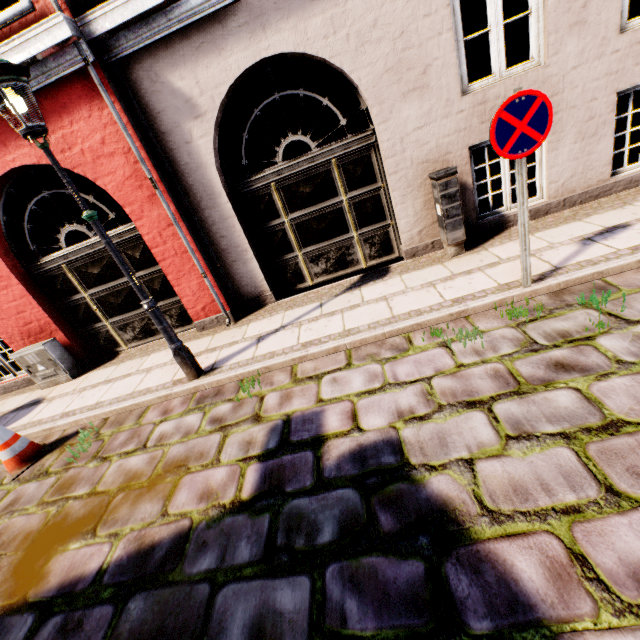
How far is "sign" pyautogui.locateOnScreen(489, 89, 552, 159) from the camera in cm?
280

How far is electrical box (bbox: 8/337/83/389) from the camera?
5.8m

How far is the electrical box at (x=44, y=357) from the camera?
5.8m

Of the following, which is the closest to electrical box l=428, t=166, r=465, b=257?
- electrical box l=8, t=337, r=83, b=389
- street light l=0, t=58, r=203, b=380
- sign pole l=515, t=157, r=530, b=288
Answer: sign pole l=515, t=157, r=530, b=288

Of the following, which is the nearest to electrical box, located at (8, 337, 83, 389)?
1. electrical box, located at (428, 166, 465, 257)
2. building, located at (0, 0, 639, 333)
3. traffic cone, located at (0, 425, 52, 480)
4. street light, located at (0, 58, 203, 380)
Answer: building, located at (0, 0, 639, 333)

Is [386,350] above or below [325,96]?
below

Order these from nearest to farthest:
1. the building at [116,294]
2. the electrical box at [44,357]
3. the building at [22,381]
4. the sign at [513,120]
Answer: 1. the sign at [513,120]
2. the building at [116,294]
3. the electrical box at [44,357]
4. the building at [22,381]

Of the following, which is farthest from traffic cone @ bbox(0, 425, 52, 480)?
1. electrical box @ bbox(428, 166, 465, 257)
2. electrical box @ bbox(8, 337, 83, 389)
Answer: electrical box @ bbox(428, 166, 465, 257)
